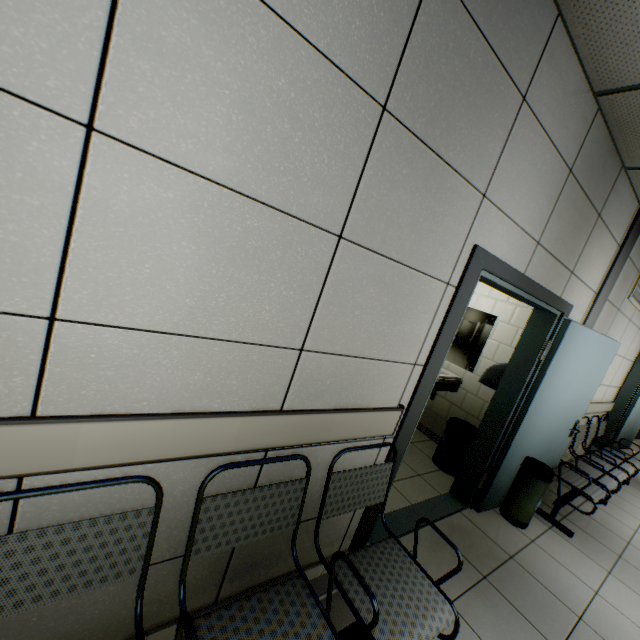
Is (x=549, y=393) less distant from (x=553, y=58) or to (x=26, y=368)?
(x=553, y=58)

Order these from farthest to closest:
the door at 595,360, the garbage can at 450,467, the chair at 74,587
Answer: the garbage can at 450,467, the door at 595,360, the chair at 74,587

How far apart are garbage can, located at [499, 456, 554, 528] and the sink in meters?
1.1 m

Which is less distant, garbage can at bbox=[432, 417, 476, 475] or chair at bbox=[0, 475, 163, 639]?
chair at bbox=[0, 475, 163, 639]

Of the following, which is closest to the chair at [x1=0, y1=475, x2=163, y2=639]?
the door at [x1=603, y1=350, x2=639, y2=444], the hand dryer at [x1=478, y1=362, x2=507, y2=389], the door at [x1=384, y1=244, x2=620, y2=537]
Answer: the door at [x1=384, y1=244, x2=620, y2=537]

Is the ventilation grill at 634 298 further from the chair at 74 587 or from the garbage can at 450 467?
the chair at 74 587

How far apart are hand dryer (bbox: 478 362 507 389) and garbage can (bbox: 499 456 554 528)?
0.8m

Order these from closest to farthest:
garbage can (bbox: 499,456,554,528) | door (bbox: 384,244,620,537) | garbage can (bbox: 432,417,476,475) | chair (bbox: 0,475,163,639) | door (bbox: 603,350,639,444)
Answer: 1. chair (bbox: 0,475,163,639)
2. door (bbox: 384,244,620,537)
3. garbage can (bbox: 499,456,554,528)
4. garbage can (bbox: 432,417,476,475)
5. door (bbox: 603,350,639,444)
